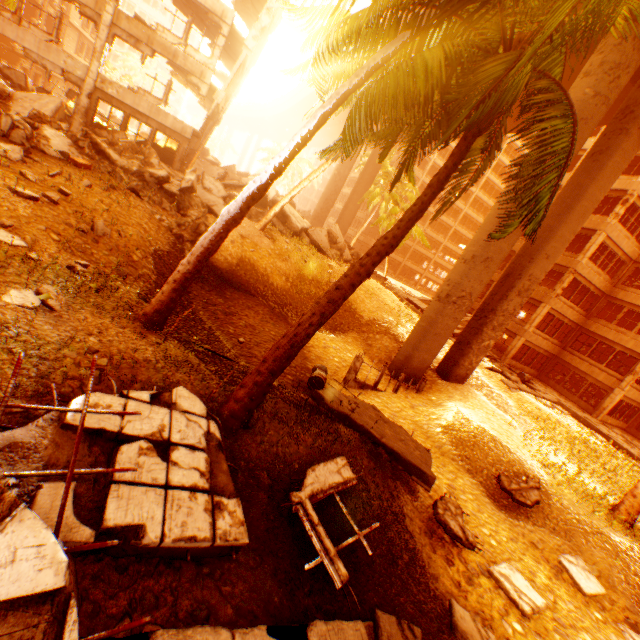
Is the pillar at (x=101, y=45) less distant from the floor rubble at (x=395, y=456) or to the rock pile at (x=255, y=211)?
the rock pile at (x=255, y=211)

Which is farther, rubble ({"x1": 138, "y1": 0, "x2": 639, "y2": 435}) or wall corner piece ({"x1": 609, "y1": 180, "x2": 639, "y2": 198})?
wall corner piece ({"x1": 609, "y1": 180, "x2": 639, "y2": 198})

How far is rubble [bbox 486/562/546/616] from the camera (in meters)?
6.44

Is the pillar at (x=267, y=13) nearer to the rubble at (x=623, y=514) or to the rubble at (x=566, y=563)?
the rubble at (x=623, y=514)

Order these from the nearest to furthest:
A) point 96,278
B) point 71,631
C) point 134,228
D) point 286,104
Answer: point 71,631 < point 96,278 < point 134,228 < point 286,104

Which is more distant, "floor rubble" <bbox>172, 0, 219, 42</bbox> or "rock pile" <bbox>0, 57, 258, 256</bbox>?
"floor rubble" <bbox>172, 0, 219, 42</bbox>

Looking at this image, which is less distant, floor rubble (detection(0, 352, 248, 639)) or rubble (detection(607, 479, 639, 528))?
A: floor rubble (detection(0, 352, 248, 639))

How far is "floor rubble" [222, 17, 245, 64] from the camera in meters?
17.4 m
